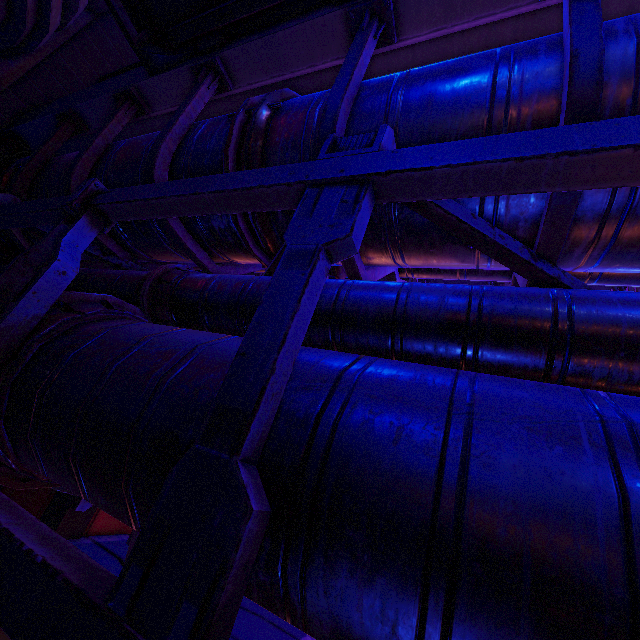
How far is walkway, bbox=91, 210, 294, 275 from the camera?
3.2 meters

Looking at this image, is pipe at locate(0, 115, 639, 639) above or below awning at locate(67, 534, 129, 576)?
above

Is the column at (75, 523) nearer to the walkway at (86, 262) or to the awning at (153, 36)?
the walkway at (86, 262)

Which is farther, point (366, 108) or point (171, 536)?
point (366, 108)

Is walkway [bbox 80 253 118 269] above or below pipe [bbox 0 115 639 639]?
above

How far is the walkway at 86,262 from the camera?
5.4 meters

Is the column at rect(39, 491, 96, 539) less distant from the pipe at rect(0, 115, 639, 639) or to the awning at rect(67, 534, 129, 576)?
the awning at rect(67, 534, 129, 576)

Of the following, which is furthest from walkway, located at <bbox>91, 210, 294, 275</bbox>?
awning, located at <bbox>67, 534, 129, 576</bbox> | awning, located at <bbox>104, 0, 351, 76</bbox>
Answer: awning, located at <bbox>67, 534, 129, 576</bbox>
